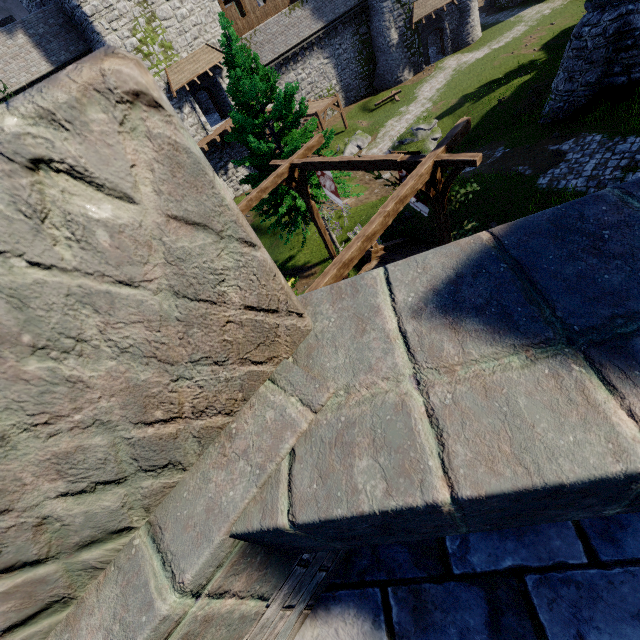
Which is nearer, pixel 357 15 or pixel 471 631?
pixel 471 631

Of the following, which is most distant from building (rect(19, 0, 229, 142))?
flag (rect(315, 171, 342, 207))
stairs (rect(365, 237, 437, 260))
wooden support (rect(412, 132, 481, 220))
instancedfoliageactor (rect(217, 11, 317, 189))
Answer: wooden support (rect(412, 132, 481, 220))

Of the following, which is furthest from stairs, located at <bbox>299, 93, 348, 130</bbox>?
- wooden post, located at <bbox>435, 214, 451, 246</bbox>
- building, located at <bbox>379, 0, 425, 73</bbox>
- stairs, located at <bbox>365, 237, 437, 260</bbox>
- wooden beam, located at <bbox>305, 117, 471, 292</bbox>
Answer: wooden beam, located at <bbox>305, 117, 471, 292</bbox>

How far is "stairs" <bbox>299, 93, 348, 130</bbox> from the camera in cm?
3020

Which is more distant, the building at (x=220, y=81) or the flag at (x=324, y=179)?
the building at (x=220, y=81)

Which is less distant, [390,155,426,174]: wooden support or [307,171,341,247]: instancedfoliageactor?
[390,155,426,174]: wooden support

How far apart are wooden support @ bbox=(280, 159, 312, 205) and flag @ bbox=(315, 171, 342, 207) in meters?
0.1 m

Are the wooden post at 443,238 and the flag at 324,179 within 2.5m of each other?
no
